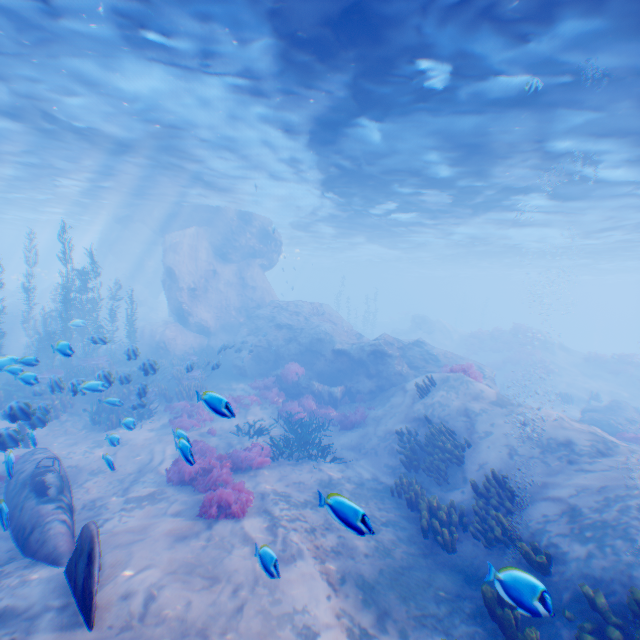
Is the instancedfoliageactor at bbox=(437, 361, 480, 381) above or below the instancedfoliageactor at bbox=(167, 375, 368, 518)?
above

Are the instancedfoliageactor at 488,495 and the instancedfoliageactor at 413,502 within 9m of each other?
yes

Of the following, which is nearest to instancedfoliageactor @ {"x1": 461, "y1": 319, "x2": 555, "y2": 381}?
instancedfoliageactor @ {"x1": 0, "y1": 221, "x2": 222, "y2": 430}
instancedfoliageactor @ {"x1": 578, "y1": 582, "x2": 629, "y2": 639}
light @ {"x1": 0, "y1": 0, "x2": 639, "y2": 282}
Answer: light @ {"x1": 0, "y1": 0, "x2": 639, "y2": 282}

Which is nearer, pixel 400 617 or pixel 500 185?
pixel 400 617

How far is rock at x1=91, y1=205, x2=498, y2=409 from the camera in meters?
17.9 m

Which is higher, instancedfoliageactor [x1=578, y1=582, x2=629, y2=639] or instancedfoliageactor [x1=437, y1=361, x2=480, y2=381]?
instancedfoliageactor [x1=437, y1=361, x2=480, y2=381]

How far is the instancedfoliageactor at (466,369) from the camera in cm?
1453

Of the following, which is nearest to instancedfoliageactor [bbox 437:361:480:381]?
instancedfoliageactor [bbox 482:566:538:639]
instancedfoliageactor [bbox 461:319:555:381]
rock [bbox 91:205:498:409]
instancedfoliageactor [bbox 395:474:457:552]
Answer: rock [bbox 91:205:498:409]
